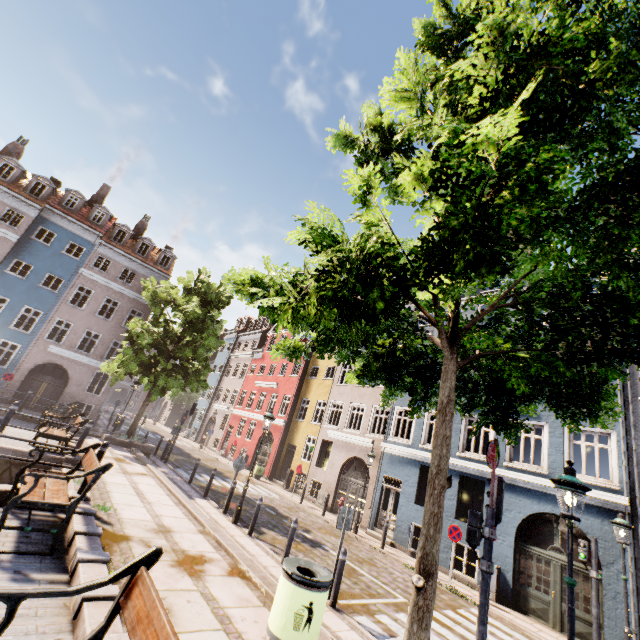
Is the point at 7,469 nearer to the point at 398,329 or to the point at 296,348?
the point at 296,348

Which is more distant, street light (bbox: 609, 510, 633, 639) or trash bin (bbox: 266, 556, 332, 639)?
street light (bbox: 609, 510, 633, 639)

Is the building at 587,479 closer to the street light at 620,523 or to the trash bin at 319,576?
the street light at 620,523

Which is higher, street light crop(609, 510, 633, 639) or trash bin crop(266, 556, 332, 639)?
street light crop(609, 510, 633, 639)

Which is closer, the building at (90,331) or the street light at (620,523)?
the street light at (620,523)

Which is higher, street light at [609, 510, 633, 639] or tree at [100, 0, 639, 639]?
tree at [100, 0, 639, 639]

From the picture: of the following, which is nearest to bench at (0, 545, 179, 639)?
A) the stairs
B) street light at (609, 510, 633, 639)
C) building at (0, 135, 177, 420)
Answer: the stairs

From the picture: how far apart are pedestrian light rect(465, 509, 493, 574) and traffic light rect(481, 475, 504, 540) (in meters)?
0.06
